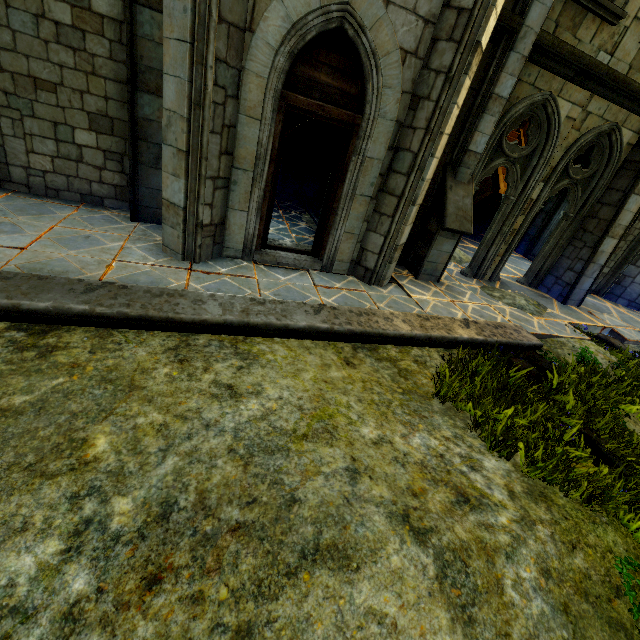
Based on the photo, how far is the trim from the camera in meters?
10.0 m

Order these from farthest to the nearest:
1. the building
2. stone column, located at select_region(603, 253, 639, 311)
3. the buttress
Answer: the buttress, stone column, located at select_region(603, 253, 639, 311), the building

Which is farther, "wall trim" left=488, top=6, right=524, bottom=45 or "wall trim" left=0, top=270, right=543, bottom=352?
"wall trim" left=488, top=6, right=524, bottom=45

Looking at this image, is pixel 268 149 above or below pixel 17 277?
above

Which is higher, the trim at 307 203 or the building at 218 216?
the building at 218 216

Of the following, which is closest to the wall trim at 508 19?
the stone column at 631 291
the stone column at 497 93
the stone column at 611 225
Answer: the stone column at 497 93

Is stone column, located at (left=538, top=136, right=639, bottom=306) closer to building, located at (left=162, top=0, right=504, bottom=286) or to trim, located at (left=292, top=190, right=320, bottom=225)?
building, located at (left=162, top=0, right=504, bottom=286)

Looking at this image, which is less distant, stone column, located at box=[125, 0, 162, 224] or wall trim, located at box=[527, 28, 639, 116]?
stone column, located at box=[125, 0, 162, 224]
